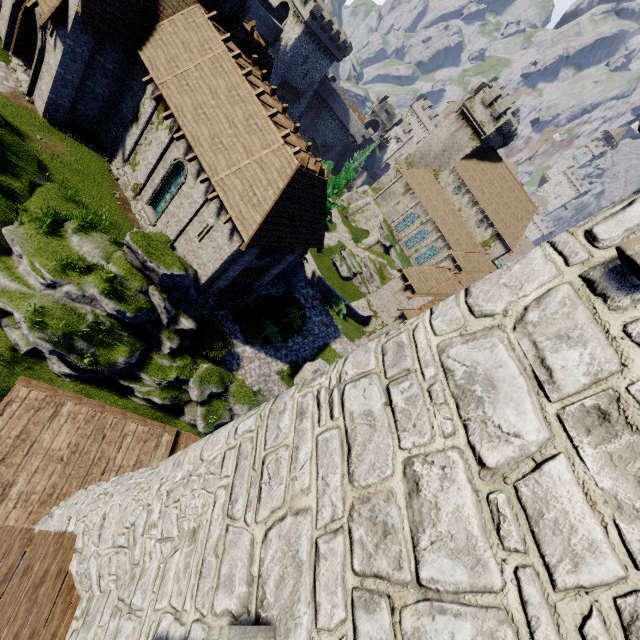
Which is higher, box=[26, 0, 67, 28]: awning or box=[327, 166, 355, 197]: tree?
box=[327, 166, 355, 197]: tree

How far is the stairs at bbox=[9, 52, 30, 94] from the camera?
17.4m

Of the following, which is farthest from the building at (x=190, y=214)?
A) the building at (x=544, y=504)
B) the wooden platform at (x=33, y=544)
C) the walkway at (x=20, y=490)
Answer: the wooden platform at (x=33, y=544)

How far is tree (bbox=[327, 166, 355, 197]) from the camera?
20.7m

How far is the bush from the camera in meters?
18.5 m

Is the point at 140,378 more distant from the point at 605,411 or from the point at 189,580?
the point at 605,411

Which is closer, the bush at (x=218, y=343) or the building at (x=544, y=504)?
the building at (x=544, y=504)

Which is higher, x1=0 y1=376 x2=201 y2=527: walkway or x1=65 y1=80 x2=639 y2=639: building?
x1=65 y1=80 x2=639 y2=639: building
